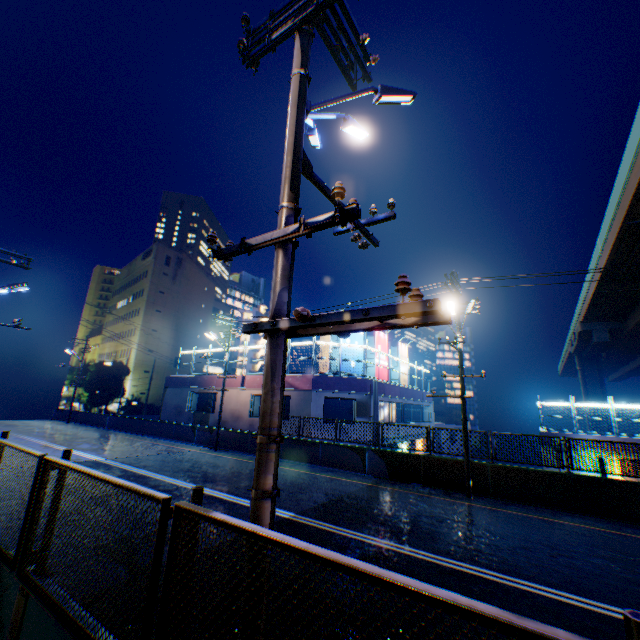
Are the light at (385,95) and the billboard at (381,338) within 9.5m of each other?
no

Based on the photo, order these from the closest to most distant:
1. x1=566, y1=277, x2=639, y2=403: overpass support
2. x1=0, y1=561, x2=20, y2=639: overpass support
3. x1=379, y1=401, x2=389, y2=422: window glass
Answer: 1. x1=0, y1=561, x2=20, y2=639: overpass support
2. x1=379, y1=401, x2=389, y2=422: window glass
3. x1=566, y1=277, x2=639, y2=403: overpass support

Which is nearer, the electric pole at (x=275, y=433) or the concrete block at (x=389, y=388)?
the electric pole at (x=275, y=433)

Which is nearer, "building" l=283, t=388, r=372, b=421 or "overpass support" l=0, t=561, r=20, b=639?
"overpass support" l=0, t=561, r=20, b=639

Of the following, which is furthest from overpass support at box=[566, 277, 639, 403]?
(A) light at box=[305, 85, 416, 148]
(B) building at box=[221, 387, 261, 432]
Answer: (A) light at box=[305, 85, 416, 148]

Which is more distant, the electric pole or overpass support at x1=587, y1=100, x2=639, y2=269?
overpass support at x1=587, y1=100, x2=639, y2=269

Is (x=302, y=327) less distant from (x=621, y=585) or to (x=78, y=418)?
(x=621, y=585)
